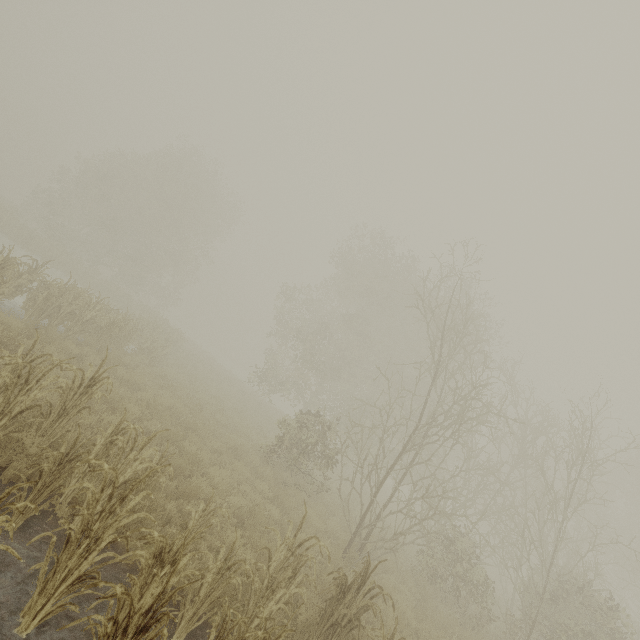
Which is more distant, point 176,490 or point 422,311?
point 422,311
